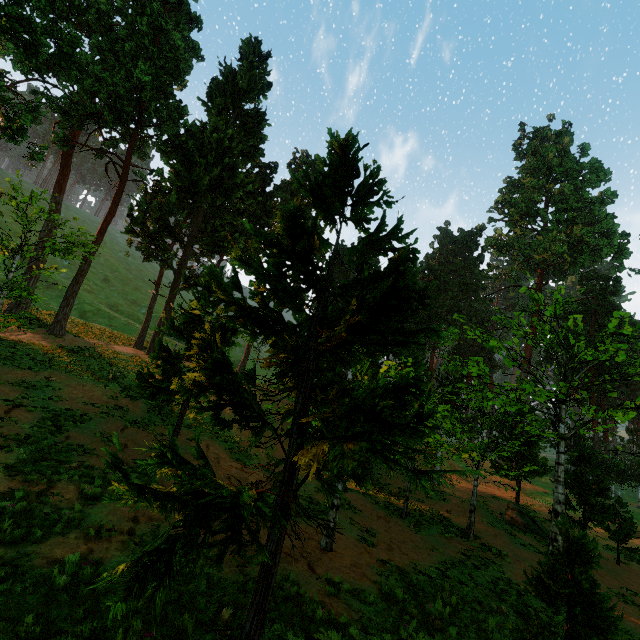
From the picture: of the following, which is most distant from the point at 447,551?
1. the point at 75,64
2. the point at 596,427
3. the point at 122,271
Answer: the point at 122,271

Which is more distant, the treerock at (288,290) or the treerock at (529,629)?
the treerock at (529,629)

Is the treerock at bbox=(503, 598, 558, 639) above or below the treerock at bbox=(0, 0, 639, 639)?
below

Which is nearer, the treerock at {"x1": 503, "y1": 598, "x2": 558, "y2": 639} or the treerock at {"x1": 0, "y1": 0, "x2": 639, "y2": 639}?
the treerock at {"x1": 0, "y1": 0, "x2": 639, "y2": 639}

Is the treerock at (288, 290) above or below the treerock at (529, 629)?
above
